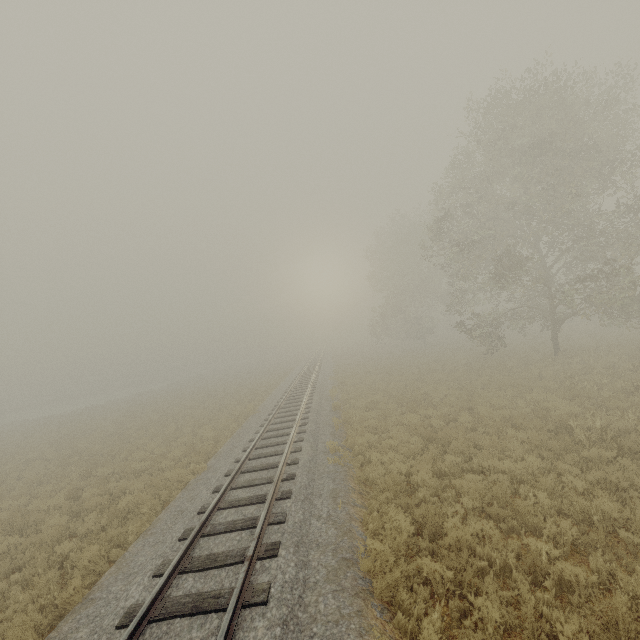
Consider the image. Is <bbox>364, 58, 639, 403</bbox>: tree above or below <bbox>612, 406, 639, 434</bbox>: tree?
above

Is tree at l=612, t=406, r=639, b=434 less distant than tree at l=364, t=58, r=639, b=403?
Yes

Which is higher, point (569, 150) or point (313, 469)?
point (569, 150)

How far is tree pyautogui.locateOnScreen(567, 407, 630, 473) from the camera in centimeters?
789cm

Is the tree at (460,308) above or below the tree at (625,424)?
above
